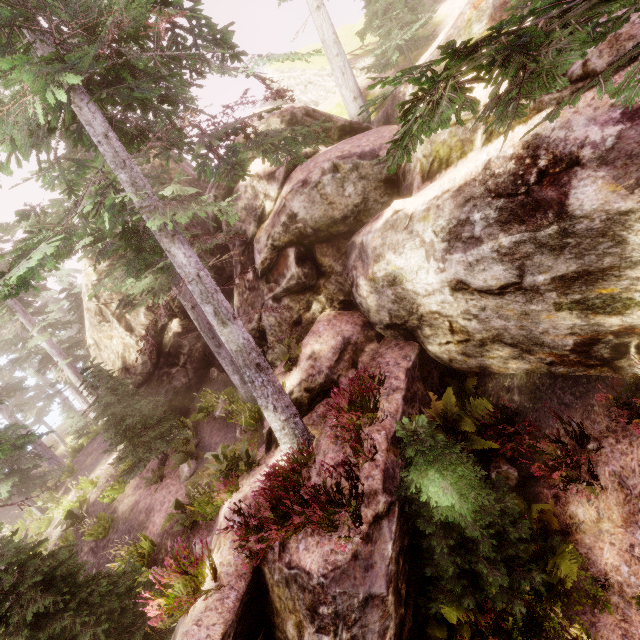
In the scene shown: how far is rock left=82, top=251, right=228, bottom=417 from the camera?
16.3 meters

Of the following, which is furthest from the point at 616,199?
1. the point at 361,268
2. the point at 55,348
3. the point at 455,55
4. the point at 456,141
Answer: the point at 55,348

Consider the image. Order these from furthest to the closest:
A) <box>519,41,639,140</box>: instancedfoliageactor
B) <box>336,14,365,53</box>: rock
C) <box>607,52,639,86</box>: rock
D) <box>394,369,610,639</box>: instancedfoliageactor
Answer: <box>336,14,365,53</box>: rock < <box>394,369,610,639</box>: instancedfoliageactor < <box>607,52,639,86</box>: rock < <box>519,41,639,140</box>: instancedfoliageactor

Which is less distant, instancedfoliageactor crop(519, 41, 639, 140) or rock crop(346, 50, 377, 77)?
instancedfoliageactor crop(519, 41, 639, 140)

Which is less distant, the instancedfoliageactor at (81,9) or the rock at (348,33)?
the instancedfoliageactor at (81,9)

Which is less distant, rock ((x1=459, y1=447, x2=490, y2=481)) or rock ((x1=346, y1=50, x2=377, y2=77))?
rock ((x1=459, y1=447, x2=490, y2=481))

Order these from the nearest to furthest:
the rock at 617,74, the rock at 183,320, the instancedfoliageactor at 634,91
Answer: the instancedfoliageactor at 634,91 → the rock at 617,74 → the rock at 183,320
